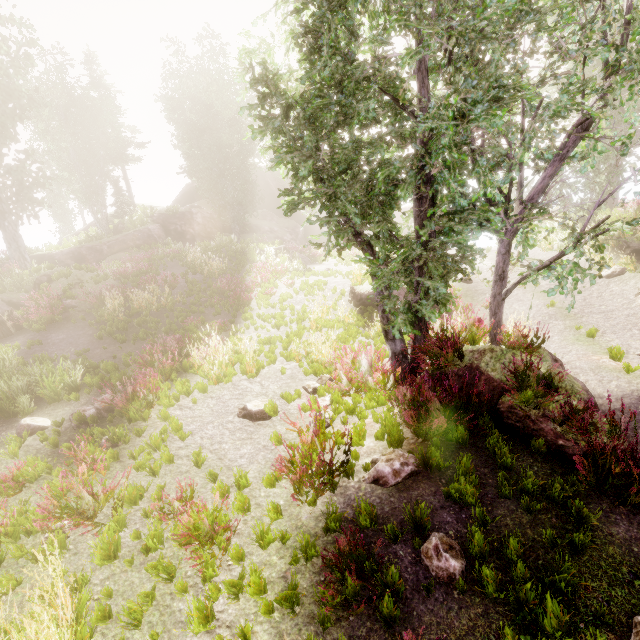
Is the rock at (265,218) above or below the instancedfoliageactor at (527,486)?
above

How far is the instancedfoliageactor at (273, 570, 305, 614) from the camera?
3.6 meters

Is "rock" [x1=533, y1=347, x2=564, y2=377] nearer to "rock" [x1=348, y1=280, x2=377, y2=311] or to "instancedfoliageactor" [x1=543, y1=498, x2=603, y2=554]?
"instancedfoliageactor" [x1=543, y1=498, x2=603, y2=554]

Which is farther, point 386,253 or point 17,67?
point 17,67

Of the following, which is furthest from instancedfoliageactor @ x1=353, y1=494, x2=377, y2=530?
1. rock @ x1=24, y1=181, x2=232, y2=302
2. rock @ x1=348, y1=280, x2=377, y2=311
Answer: rock @ x1=348, y1=280, x2=377, y2=311

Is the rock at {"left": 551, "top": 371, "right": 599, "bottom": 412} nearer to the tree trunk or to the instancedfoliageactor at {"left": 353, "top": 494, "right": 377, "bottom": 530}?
the instancedfoliageactor at {"left": 353, "top": 494, "right": 377, "bottom": 530}

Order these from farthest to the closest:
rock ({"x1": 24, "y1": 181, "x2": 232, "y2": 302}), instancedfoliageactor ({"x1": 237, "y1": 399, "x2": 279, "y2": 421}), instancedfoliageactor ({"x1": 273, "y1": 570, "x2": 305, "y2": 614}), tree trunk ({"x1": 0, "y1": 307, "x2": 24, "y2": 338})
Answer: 1. rock ({"x1": 24, "y1": 181, "x2": 232, "y2": 302})
2. tree trunk ({"x1": 0, "y1": 307, "x2": 24, "y2": 338})
3. instancedfoliageactor ({"x1": 237, "y1": 399, "x2": 279, "y2": 421})
4. instancedfoliageactor ({"x1": 273, "y1": 570, "x2": 305, "y2": 614})

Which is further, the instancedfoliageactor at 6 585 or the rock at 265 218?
the rock at 265 218
